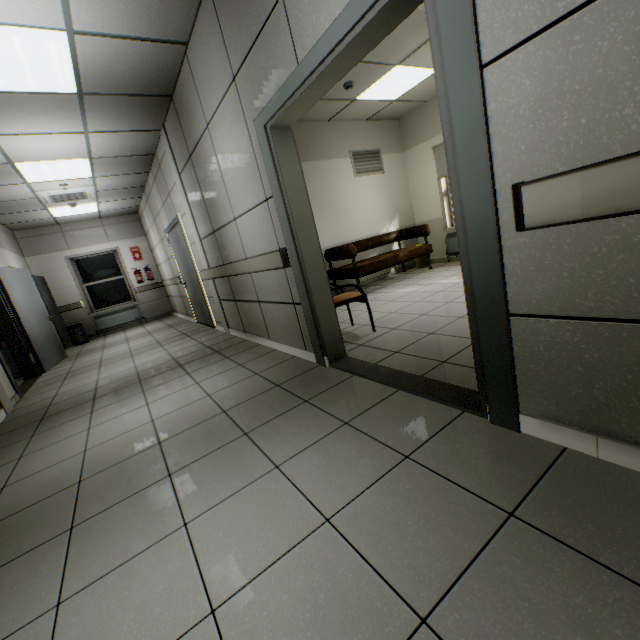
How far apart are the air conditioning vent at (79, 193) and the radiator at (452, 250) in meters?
7.4

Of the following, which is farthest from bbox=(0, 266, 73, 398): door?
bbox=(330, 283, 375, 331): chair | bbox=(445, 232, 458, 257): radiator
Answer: bbox=(445, 232, 458, 257): radiator

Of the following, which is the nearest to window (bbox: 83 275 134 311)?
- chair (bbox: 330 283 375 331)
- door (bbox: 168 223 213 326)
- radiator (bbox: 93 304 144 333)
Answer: radiator (bbox: 93 304 144 333)

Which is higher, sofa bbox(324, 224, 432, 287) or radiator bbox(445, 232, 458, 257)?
sofa bbox(324, 224, 432, 287)

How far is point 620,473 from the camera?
1.24m

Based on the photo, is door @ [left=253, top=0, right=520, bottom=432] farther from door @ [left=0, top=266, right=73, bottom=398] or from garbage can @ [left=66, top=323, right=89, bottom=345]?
garbage can @ [left=66, top=323, right=89, bottom=345]

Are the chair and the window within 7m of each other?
no

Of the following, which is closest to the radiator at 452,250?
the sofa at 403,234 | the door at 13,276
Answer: the sofa at 403,234
